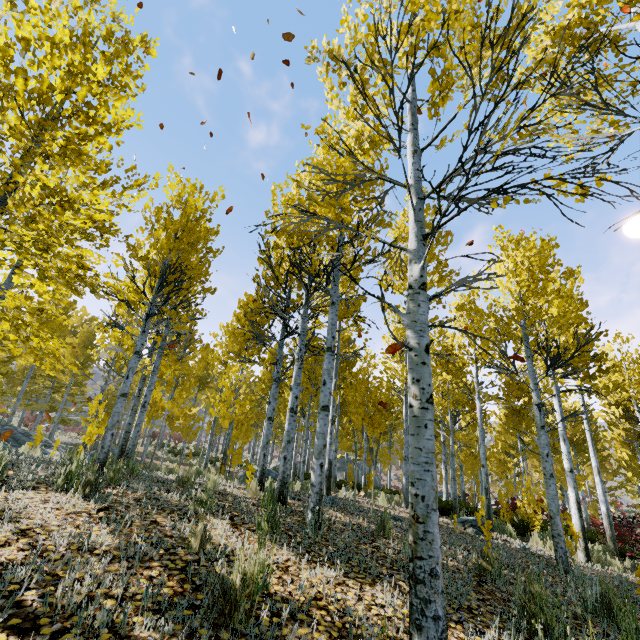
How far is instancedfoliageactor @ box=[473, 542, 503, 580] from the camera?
4.02m

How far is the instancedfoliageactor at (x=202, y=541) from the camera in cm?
284

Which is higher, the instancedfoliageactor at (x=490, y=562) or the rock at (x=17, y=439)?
the rock at (x=17, y=439)

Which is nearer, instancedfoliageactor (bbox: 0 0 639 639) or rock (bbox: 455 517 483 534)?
instancedfoliageactor (bbox: 0 0 639 639)

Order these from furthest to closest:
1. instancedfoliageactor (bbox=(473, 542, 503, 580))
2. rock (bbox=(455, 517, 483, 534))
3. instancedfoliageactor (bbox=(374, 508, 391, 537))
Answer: rock (bbox=(455, 517, 483, 534)) → instancedfoliageactor (bbox=(374, 508, 391, 537)) → instancedfoliageactor (bbox=(473, 542, 503, 580))

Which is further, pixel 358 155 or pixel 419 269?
pixel 358 155

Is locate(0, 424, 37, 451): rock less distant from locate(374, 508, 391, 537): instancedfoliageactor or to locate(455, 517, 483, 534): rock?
locate(374, 508, 391, 537): instancedfoliageactor
